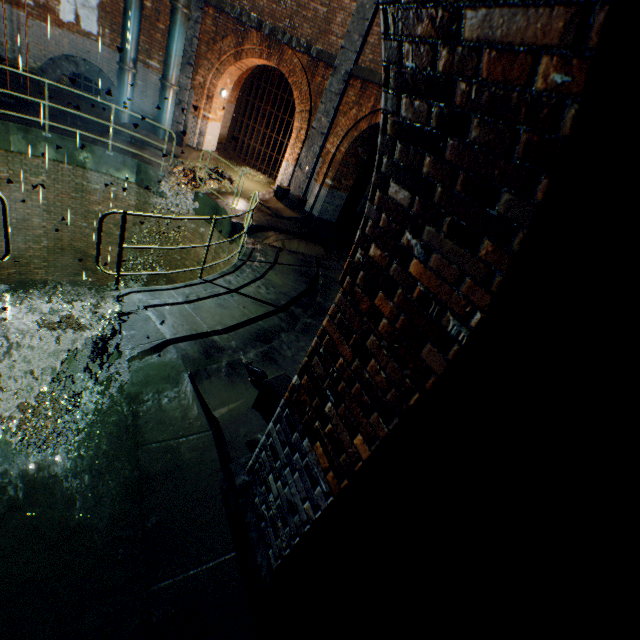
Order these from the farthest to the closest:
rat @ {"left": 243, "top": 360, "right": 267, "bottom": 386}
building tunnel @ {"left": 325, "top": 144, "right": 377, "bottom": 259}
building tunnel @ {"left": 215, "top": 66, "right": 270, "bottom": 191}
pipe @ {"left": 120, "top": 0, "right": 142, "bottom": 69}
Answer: building tunnel @ {"left": 215, "top": 66, "right": 270, "bottom": 191} < building tunnel @ {"left": 325, "top": 144, "right": 377, "bottom": 259} < pipe @ {"left": 120, "top": 0, "right": 142, "bottom": 69} < rat @ {"left": 243, "top": 360, "right": 267, "bottom": 386}

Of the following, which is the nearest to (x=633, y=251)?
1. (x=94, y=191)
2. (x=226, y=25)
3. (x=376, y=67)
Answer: (x=376, y=67)

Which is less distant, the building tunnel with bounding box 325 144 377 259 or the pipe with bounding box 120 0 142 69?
the pipe with bounding box 120 0 142 69

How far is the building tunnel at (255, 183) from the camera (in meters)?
13.50

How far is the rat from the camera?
4.1m

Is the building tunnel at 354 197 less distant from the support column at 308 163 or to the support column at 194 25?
the support column at 308 163

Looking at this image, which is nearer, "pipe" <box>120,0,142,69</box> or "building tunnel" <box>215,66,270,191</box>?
"pipe" <box>120,0,142,69</box>

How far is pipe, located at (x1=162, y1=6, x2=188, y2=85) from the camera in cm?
1018
